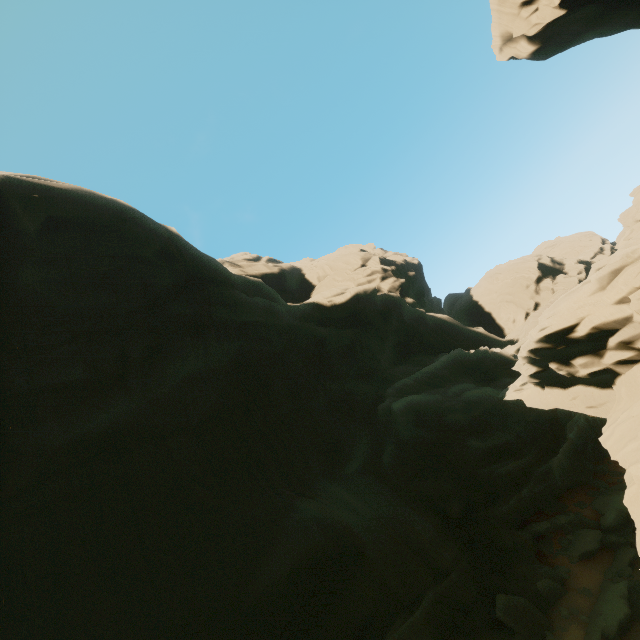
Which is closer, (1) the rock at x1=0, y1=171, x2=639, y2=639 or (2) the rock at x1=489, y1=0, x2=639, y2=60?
(1) the rock at x1=0, y1=171, x2=639, y2=639

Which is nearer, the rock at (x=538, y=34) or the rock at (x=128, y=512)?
the rock at (x=128, y=512)

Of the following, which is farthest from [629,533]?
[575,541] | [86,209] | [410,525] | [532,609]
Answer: [86,209]
